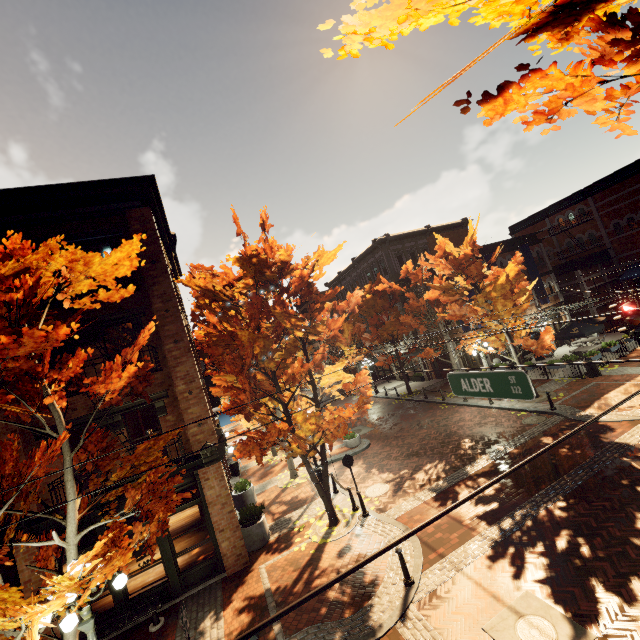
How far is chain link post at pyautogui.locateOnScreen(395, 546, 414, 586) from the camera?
7.88m

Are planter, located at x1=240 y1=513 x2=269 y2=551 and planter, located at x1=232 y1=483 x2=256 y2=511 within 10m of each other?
yes

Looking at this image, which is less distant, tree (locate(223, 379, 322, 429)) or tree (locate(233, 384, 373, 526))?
tree (locate(233, 384, 373, 526))

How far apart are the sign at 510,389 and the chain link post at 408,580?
4.6m

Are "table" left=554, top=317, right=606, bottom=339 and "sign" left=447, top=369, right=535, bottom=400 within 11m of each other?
no

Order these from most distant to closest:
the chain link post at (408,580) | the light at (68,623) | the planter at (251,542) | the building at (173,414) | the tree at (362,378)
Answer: the tree at (362,378) < the planter at (251,542) < the building at (173,414) < the chain link post at (408,580) < the light at (68,623)

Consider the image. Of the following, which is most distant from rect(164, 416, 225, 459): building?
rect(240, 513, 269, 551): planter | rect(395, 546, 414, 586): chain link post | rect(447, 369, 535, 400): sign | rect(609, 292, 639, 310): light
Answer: rect(609, 292, 639, 310): light

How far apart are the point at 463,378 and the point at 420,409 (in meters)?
17.71
